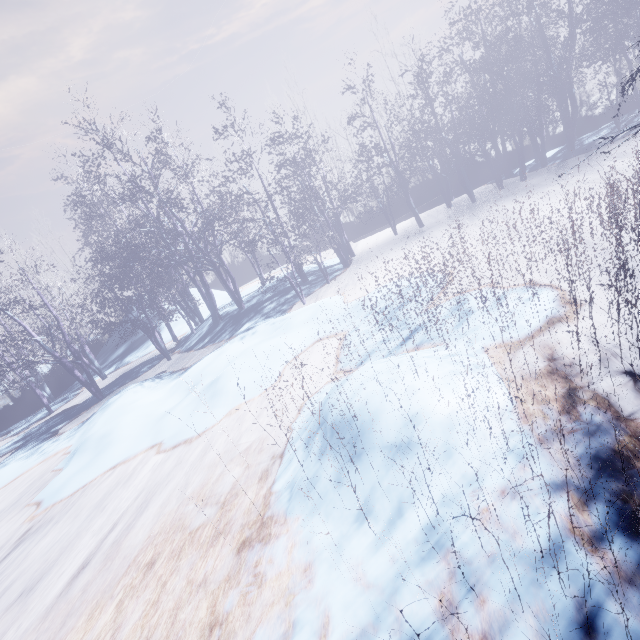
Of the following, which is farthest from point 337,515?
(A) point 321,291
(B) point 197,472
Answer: (A) point 321,291
